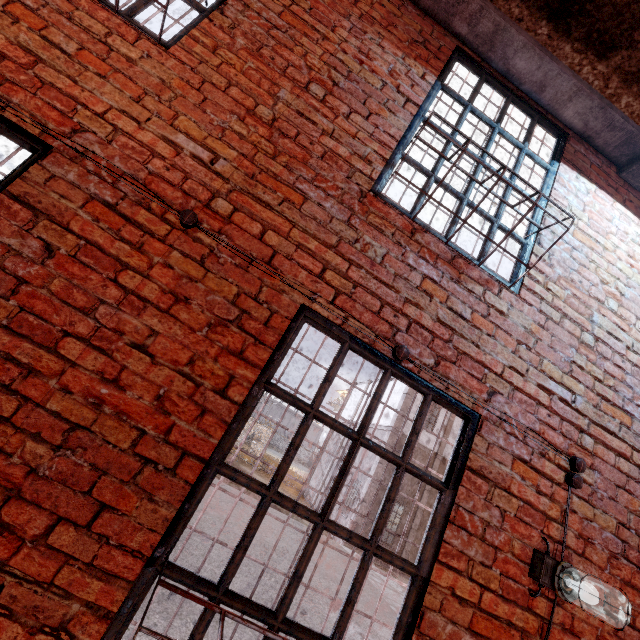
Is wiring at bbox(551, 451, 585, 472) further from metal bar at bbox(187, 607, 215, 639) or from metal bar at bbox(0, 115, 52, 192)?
metal bar at bbox(0, 115, 52, 192)

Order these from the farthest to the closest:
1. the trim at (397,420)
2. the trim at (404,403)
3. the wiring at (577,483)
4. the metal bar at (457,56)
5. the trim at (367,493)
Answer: the trim at (404,403) → the trim at (397,420) → the trim at (367,493) → the metal bar at (457,56) → the wiring at (577,483)

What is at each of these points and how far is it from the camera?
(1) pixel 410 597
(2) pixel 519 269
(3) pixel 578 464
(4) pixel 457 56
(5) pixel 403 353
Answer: (1) metal bar, 1.8m
(2) metal bar, 2.6m
(3) wiring, 2.2m
(4) metal bar, 3.0m
(5) wiring, 2.0m

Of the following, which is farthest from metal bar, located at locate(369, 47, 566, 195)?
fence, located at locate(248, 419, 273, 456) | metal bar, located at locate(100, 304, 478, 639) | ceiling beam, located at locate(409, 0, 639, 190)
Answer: fence, located at locate(248, 419, 273, 456)

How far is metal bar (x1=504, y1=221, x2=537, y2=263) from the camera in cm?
261

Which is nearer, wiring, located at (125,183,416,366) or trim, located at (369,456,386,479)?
wiring, located at (125,183,416,366)

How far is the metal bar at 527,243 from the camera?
2.6m

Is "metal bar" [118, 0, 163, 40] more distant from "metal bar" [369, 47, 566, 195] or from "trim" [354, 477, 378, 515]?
"trim" [354, 477, 378, 515]
